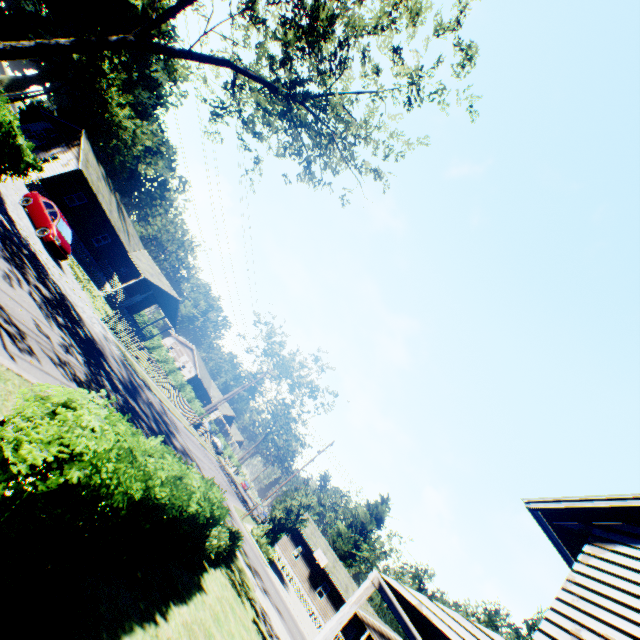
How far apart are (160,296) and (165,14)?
28.47m

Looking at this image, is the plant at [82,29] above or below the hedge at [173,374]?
above

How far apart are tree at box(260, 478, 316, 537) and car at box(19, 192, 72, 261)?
27.87m

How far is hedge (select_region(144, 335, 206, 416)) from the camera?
44.1 meters

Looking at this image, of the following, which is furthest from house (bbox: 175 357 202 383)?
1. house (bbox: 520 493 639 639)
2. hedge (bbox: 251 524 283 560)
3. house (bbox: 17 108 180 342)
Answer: house (bbox: 520 493 639 639)

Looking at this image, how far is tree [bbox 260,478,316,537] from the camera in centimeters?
3181cm

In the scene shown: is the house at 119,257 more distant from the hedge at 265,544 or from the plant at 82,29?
the hedge at 265,544

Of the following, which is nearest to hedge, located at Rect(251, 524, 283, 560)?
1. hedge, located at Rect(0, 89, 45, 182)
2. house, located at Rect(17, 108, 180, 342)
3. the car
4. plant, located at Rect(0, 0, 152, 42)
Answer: plant, located at Rect(0, 0, 152, 42)
